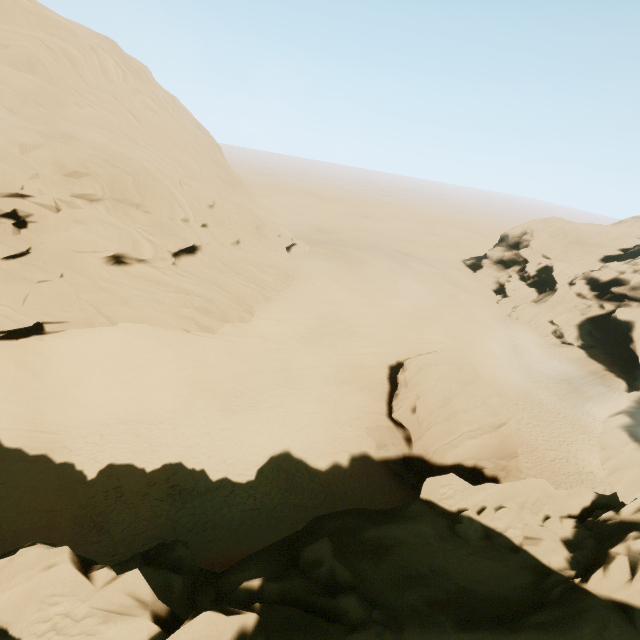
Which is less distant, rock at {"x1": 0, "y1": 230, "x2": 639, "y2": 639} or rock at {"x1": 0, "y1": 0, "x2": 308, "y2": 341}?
rock at {"x1": 0, "y1": 230, "x2": 639, "y2": 639}

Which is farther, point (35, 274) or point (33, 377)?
point (35, 274)

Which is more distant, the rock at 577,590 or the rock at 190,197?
the rock at 190,197
